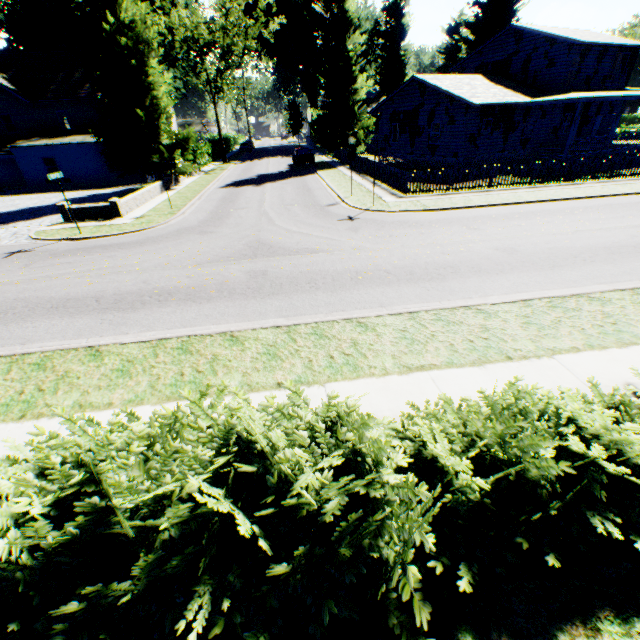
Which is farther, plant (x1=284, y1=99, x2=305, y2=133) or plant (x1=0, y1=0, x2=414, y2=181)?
plant (x1=284, y1=99, x2=305, y2=133)

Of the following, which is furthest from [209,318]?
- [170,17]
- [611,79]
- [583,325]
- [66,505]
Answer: [170,17]

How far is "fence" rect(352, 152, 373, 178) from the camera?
24.0 meters

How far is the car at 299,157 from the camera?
33.3m

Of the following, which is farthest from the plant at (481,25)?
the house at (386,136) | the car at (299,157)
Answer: the car at (299,157)

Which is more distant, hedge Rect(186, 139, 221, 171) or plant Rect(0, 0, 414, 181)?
hedge Rect(186, 139, 221, 171)

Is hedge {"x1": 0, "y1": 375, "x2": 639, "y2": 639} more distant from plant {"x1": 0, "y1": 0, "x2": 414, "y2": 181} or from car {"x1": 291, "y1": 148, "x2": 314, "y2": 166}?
car {"x1": 291, "y1": 148, "x2": 314, "y2": 166}

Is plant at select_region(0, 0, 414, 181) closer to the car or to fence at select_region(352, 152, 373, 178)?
fence at select_region(352, 152, 373, 178)
